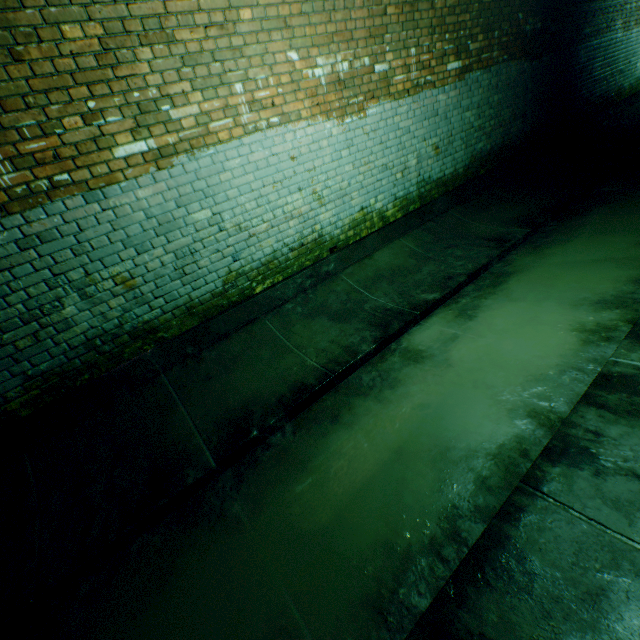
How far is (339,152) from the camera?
4.2m
